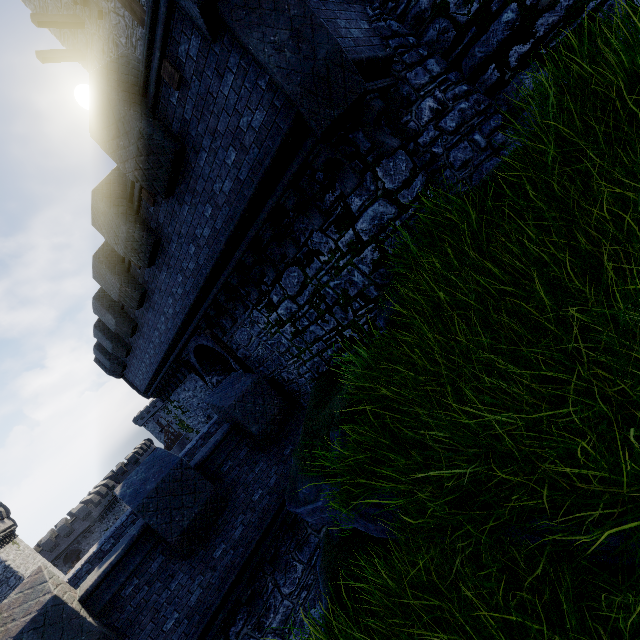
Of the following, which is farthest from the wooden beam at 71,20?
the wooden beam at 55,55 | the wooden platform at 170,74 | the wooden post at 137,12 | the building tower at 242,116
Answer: the wooden platform at 170,74

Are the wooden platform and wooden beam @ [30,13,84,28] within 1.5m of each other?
no

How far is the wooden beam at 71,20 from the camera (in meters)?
10.87

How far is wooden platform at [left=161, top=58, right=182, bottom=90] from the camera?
5.12m

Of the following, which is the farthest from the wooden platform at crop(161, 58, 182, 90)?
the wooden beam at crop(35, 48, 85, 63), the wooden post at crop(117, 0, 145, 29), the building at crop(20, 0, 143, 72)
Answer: the wooden beam at crop(35, 48, 85, 63)

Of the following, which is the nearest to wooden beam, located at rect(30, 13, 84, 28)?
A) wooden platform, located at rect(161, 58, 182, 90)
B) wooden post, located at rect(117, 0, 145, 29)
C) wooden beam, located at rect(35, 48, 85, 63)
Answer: wooden beam, located at rect(35, 48, 85, 63)

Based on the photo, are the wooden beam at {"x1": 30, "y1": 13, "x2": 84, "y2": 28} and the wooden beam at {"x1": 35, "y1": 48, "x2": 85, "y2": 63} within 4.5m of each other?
yes

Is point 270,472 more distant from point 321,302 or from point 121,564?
point 321,302
